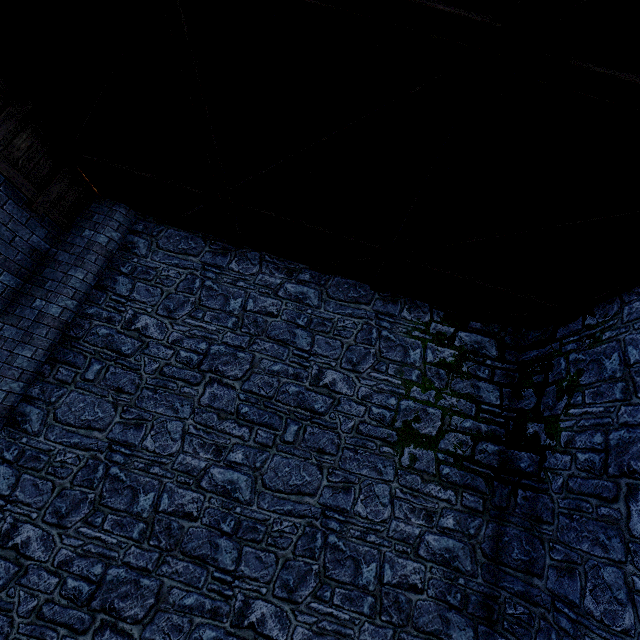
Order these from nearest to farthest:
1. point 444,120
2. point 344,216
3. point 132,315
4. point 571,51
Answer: point 571,51
point 444,120
point 344,216
point 132,315
